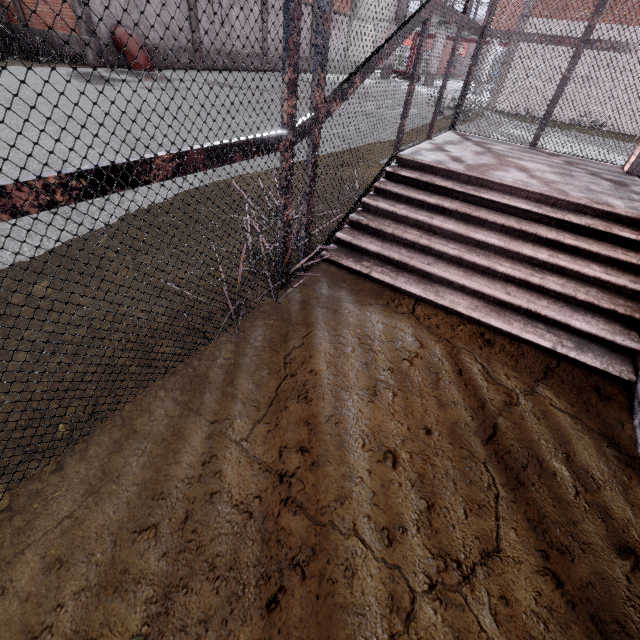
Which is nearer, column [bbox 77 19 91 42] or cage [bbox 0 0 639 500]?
cage [bbox 0 0 639 500]

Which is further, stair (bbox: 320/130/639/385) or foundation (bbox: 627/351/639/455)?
stair (bbox: 320/130/639/385)

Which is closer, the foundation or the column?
the foundation

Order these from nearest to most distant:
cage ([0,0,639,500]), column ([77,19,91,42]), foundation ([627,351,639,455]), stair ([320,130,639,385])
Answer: cage ([0,0,639,500]) < foundation ([627,351,639,455]) < stair ([320,130,639,385]) < column ([77,19,91,42])

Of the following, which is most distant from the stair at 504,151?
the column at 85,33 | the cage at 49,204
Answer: the column at 85,33

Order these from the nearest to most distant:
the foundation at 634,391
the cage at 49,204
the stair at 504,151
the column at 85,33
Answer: the cage at 49,204 < the foundation at 634,391 < the stair at 504,151 < the column at 85,33

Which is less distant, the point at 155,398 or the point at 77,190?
the point at 77,190

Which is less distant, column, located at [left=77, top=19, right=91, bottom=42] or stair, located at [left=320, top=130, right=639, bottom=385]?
stair, located at [left=320, top=130, right=639, bottom=385]
